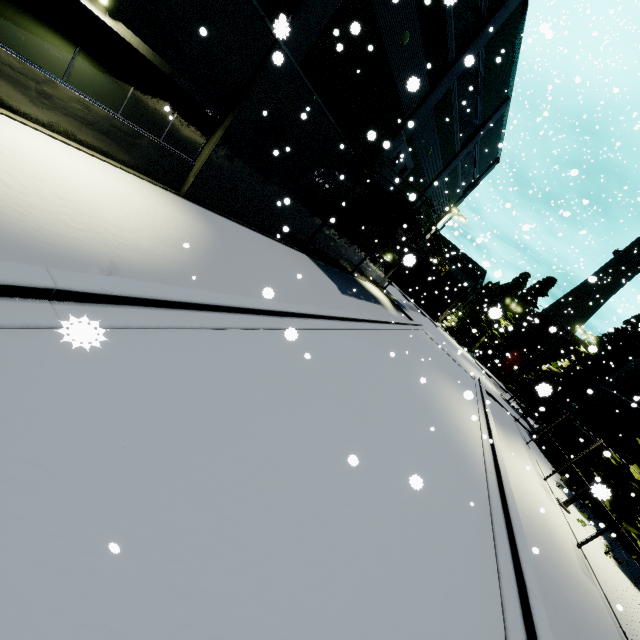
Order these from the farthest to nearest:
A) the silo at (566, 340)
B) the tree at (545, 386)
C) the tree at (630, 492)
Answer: the silo at (566, 340) → the tree at (545, 386) → the tree at (630, 492)

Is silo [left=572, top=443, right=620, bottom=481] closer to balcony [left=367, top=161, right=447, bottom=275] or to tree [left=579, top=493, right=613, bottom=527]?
tree [left=579, top=493, right=613, bottom=527]

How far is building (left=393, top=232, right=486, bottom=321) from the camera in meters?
50.3

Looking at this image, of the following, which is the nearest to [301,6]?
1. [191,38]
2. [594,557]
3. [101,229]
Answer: [191,38]

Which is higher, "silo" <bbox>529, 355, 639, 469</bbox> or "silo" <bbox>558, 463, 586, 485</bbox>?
"silo" <bbox>529, 355, 639, 469</bbox>

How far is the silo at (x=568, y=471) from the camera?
18.9m

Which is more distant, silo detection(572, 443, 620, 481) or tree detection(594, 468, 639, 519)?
silo detection(572, 443, 620, 481)

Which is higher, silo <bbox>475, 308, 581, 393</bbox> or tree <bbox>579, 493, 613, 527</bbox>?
silo <bbox>475, 308, 581, 393</bbox>
